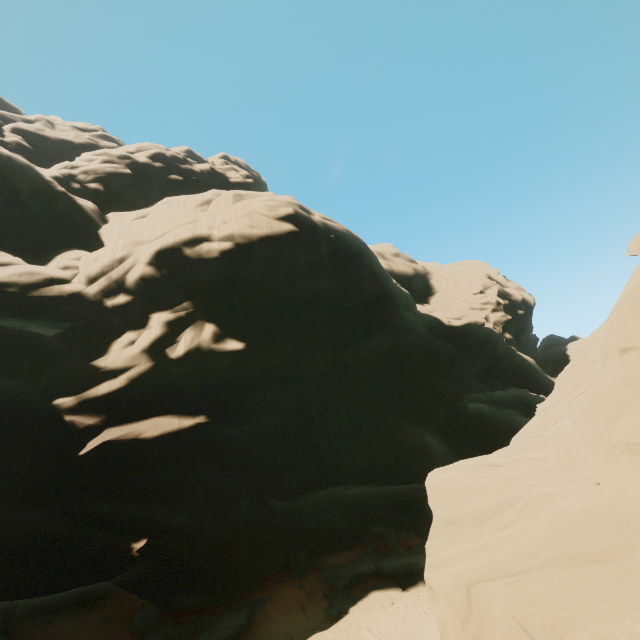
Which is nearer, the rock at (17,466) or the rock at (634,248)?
the rock at (17,466)

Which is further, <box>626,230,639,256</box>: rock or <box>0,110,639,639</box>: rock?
<box>626,230,639,256</box>: rock

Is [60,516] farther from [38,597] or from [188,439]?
[188,439]
